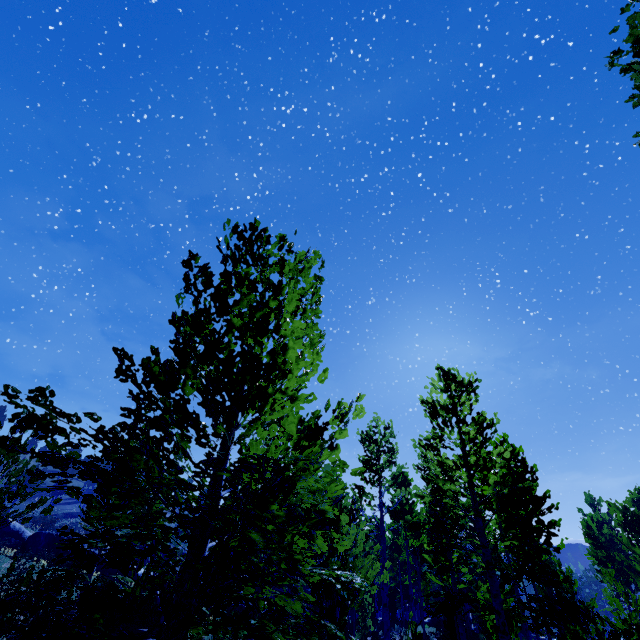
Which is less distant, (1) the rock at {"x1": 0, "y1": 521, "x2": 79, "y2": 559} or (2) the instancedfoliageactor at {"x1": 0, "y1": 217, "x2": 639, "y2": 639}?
(2) the instancedfoliageactor at {"x1": 0, "y1": 217, "x2": 639, "y2": 639}

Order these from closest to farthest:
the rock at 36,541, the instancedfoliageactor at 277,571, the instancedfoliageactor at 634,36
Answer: the instancedfoliageactor at 277,571
the instancedfoliageactor at 634,36
the rock at 36,541

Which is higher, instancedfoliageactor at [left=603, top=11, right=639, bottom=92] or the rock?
instancedfoliageactor at [left=603, top=11, right=639, bottom=92]

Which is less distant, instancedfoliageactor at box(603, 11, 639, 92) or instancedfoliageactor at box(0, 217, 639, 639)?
instancedfoliageactor at box(0, 217, 639, 639)

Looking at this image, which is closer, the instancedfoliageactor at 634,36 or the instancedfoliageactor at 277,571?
the instancedfoliageactor at 277,571

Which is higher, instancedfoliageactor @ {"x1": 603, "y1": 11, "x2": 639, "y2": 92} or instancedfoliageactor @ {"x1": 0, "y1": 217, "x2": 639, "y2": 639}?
instancedfoliageactor @ {"x1": 603, "y1": 11, "x2": 639, "y2": 92}

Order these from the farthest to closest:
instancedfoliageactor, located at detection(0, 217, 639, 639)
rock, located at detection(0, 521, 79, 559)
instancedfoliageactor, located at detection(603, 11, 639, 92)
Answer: rock, located at detection(0, 521, 79, 559), instancedfoliageactor, located at detection(603, 11, 639, 92), instancedfoliageactor, located at detection(0, 217, 639, 639)

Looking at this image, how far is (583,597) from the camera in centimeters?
5788cm
